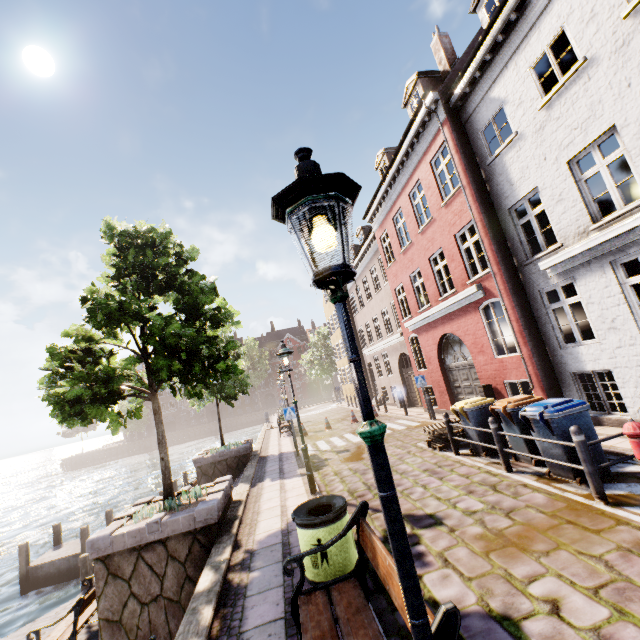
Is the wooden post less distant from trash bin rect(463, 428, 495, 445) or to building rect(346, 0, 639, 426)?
trash bin rect(463, 428, 495, 445)

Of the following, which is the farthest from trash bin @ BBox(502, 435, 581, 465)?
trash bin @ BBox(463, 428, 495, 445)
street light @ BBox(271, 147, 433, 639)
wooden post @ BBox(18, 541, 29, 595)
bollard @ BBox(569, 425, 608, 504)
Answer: wooden post @ BBox(18, 541, 29, 595)

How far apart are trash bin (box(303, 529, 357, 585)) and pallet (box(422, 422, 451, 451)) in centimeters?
582cm

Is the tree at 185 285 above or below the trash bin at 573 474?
above

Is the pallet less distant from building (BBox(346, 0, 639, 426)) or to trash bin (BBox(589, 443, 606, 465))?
building (BBox(346, 0, 639, 426))

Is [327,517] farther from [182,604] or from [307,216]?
[182,604]

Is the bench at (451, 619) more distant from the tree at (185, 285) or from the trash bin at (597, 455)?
the tree at (185, 285)

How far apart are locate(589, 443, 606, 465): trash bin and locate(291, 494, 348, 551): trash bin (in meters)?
3.83
